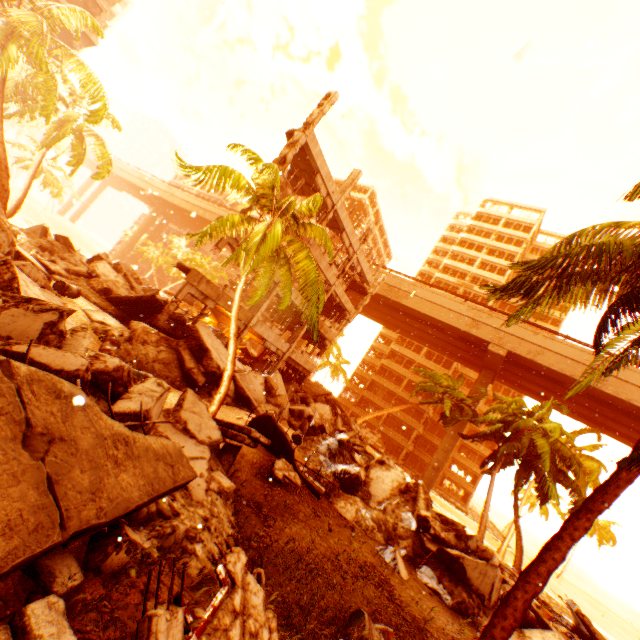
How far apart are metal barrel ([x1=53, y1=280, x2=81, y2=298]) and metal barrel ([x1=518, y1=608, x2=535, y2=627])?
16.9 meters

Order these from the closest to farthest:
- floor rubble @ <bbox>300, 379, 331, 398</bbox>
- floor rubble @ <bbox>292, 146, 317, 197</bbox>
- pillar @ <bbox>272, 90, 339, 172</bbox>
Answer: pillar @ <bbox>272, 90, 339, 172</bbox>, floor rubble @ <bbox>292, 146, 317, 197</bbox>, floor rubble @ <bbox>300, 379, 331, 398</bbox>

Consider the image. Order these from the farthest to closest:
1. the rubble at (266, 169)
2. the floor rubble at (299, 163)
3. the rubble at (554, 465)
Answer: the floor rubble at (299, 163)
the rubble at (266, 169)
the rubble at (554, 465)

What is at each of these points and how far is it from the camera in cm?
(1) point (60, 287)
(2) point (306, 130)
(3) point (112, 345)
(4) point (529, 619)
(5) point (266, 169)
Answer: (1) metal barrel, 1223
(2) pillar, 1594
(3) metal barrel, 1114
(4) metal barrel, 966
(5) rubble, 938

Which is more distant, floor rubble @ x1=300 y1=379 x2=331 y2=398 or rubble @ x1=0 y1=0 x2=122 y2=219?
floor rubble @ x1=300 y1=379 x2=331 y2=398

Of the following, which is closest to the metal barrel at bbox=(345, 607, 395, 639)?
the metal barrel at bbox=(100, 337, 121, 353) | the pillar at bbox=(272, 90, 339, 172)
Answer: the metal barrel at bbox=(100, 337, 121, 353)

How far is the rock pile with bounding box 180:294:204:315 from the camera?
30.3 meters

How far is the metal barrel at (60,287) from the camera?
12.2m
